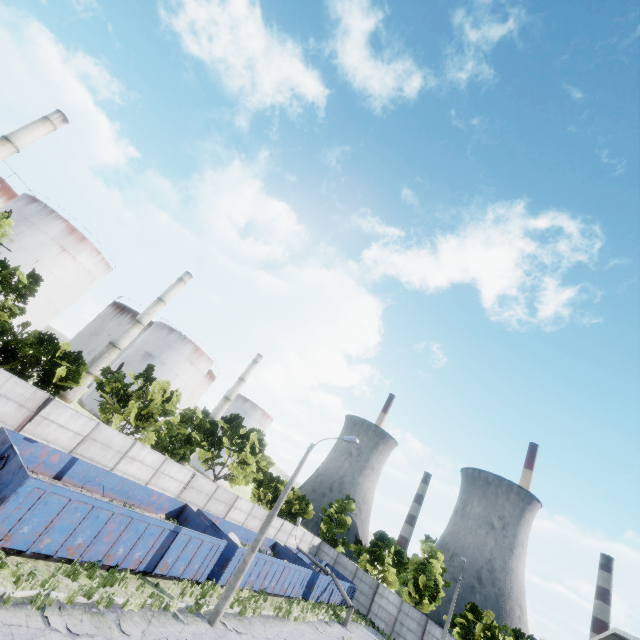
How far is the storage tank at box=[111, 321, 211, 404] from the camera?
52.6 meters

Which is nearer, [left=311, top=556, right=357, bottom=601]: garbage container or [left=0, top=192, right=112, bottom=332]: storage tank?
[left=311, top=556, right=357, bottom=601]: garbage container

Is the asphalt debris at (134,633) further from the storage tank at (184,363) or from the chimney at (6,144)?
the storage tank at (184,363)

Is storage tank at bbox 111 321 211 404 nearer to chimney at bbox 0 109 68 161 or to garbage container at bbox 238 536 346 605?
chimney at bbox 0 109 68 161

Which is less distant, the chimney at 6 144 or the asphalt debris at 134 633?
the asphalt debris at 134 633

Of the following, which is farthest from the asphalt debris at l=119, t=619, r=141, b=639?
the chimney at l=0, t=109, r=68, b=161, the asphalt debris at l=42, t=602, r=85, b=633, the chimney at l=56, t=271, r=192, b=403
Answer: the chimney at l=56, t=271, r=192, b=403

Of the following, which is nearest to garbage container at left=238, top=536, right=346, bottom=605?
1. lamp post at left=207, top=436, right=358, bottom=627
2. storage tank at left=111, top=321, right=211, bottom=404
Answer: lamp post at left=207, top=436, right=358, bottom=627

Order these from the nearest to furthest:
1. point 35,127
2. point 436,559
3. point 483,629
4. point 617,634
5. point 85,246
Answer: point 617,634, point 483,629, point 35,127, point 436,559, point 85,246
